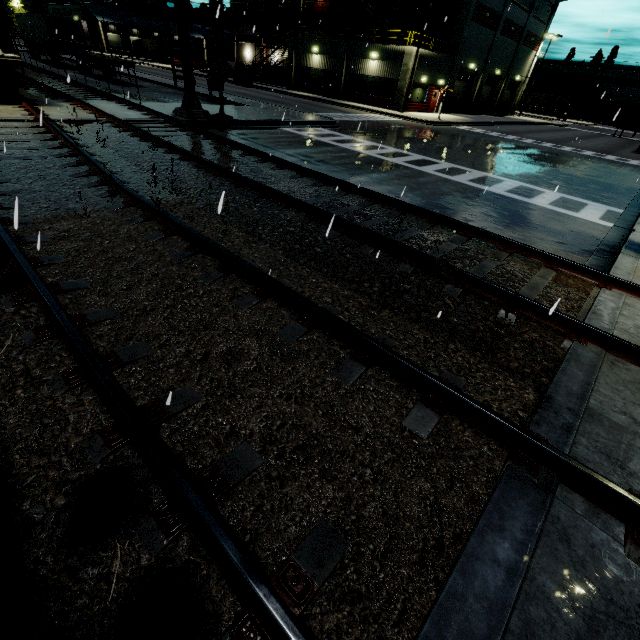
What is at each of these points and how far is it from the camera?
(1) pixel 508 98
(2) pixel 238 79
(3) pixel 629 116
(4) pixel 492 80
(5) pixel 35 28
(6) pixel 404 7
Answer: (1) roll-up door, 48.0 meters
(2) forklift, 38.6 meters
(3) cargo container, 40.8 meters
(4) roll-up door, 41.9 meters
(5) semi trailer, 32.8 meters
(6) building, 34.8 meters

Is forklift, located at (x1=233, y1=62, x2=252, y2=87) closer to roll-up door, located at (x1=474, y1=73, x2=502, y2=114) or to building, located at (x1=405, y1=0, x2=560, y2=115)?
building, located at (x1=405, y1=0, x2=560, y2=115)

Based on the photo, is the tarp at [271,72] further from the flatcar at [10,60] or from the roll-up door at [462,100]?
the flatcar at [10,60]

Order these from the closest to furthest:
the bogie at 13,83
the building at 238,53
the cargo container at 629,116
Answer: the bogie at 13,83
the cargo container at 629,116
the building at 238,53

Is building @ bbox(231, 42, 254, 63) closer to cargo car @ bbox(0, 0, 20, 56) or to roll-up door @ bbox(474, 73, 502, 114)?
roll-up door @ bbox(474, 73, 502, 114)

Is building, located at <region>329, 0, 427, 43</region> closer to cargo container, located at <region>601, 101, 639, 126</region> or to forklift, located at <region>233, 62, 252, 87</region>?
cargo container, located at <region>601, 101, 639, 126</region>

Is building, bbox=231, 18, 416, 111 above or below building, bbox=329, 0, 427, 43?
below

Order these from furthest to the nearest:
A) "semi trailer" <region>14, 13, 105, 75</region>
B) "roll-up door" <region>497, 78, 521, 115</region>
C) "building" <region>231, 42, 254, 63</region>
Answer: "building" <region>231, 42, 254, 63</region>
"roll-up door" <region>497, 78, 521, 115</region>
"semi trailer" <region>14, 13, 105, 75</region>
